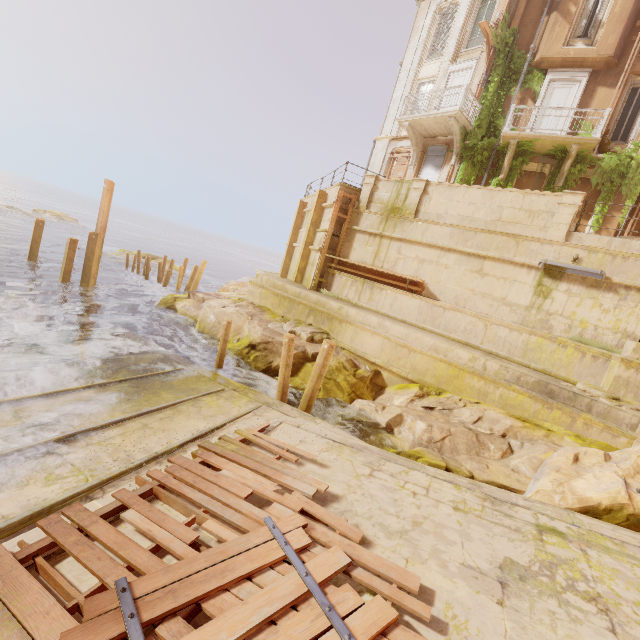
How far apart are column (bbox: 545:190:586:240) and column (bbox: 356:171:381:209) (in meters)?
6.87

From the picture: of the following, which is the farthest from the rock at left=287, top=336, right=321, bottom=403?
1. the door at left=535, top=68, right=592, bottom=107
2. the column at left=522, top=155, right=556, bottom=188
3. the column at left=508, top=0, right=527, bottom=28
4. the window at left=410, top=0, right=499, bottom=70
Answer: the window at left=410, top=0, right=499, bottom=70

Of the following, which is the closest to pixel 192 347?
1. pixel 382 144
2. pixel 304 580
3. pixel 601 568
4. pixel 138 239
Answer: pixel 304 580

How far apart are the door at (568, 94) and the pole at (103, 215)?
19.3 meters

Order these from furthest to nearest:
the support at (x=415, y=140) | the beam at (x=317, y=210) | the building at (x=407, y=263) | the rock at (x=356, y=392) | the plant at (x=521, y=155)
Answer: the support at (x=415, y=140), the beam at (x=317, y=210), the plant at (x=521, y=155), the building at (x=407, y=263), the rock at (x=356, y=392)

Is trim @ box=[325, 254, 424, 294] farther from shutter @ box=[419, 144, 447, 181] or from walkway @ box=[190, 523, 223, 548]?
walkway @ box=[190, 523, 223, 548]

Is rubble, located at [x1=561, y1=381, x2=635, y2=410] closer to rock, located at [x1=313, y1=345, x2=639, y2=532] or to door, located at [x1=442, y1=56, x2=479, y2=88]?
rock, located at [x1=313, y1=345, x2=639, y2=532]

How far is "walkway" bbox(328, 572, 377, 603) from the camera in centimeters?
366cm
